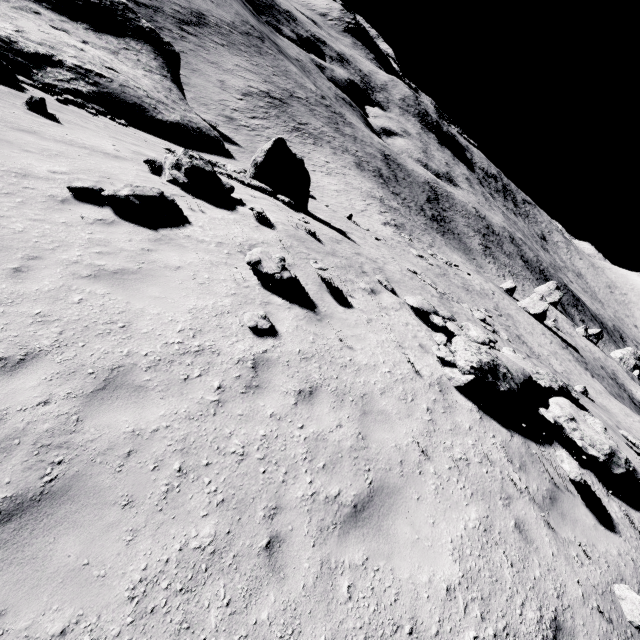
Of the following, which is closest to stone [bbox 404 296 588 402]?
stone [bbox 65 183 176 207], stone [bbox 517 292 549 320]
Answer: stone [bbox 65 183 176 207]

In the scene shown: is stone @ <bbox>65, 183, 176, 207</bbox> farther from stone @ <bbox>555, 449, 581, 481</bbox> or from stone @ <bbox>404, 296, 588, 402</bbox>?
stone @ <bbox>555, 449, 581, 481</bbox>

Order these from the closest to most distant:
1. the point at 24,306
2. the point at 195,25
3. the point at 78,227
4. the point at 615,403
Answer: the point at 24,306 → the point at 78,227 → the point at 615,403 → the point at 195,25

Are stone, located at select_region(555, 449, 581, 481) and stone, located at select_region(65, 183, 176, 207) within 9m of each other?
no

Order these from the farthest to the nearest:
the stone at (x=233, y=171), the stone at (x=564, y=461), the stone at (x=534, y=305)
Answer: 1. the stone at (x=534, y=305)
2. the stone at (x=233, y=171)
3. the stone at (x=564, y=461)

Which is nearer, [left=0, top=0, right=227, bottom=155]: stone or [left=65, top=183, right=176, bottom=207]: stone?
[left=65, top=183, right=176, bottom=207]: stone

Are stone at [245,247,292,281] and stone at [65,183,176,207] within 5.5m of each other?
yes

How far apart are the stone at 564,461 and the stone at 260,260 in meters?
6.8 m
